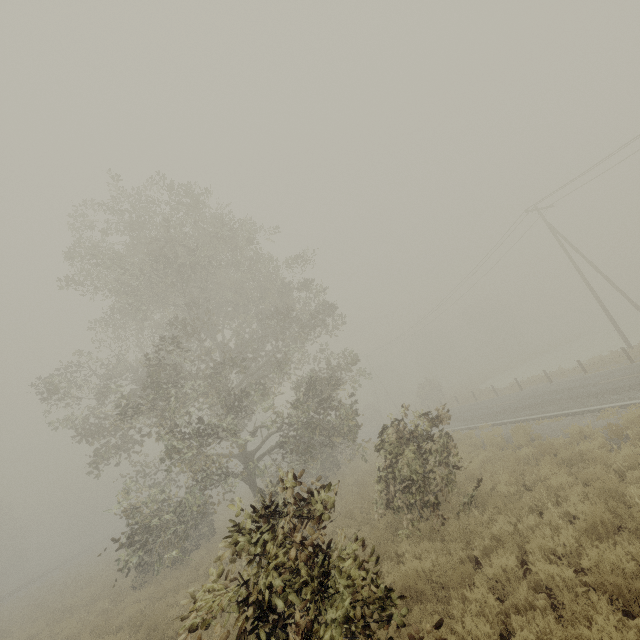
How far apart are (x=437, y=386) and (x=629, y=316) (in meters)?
41.79
